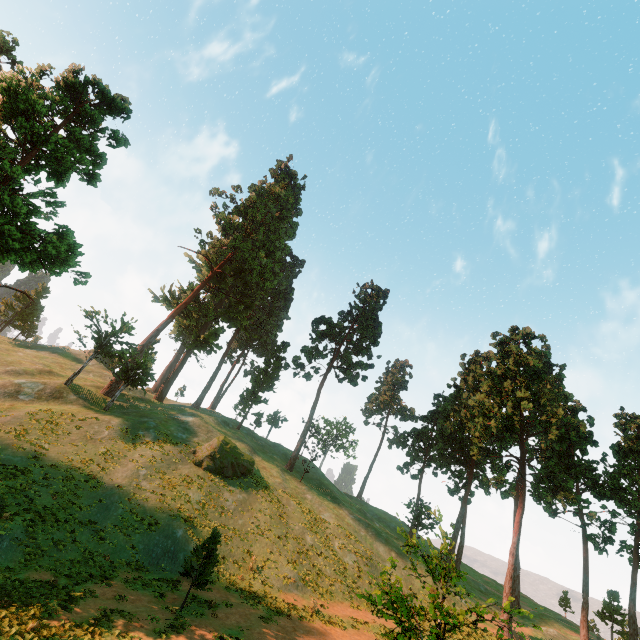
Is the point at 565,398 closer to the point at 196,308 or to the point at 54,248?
the point at 196,308

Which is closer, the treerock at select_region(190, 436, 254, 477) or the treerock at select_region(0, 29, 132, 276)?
the treerock at select_region(0, 29, 132, 276)

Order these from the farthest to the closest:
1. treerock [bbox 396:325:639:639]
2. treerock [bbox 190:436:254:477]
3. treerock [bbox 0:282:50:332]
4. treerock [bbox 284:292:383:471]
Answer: treerock [bbox 0:282:50:332] < treerock [bbox 284:292:383:471] < treerock [bbox 190:436:254:477] < treerock [bbox 396:325:639:639]

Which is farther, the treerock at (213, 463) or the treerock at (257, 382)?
the treerock at (257, 382)

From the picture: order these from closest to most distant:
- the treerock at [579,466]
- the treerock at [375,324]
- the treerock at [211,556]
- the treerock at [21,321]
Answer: the treerock at [579,466], the treerock at [211,556], the treerock at [375,324], the treerock at [21,321]

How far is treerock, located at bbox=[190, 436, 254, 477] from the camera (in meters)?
31.09
